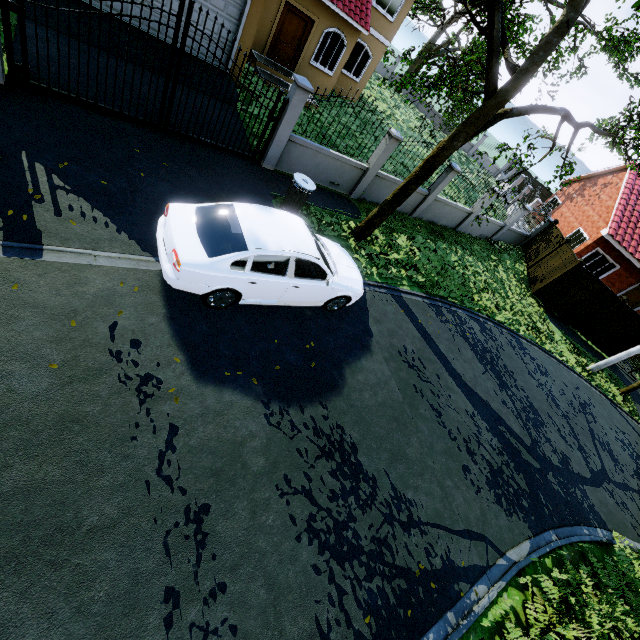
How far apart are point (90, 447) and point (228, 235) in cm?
372

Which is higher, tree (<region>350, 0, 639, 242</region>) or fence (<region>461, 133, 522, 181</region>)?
tree (<region>350, 0, 639, 242</region>)

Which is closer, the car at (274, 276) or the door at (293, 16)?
the car at (274, 276)

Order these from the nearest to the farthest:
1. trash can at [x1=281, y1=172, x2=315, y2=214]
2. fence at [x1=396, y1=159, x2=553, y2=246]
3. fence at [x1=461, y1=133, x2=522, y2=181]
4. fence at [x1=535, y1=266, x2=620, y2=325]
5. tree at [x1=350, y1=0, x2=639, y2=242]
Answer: tree at [x1=350, y1=0, x2=639, y2=242] → trash can at [x1=281, y1=172, x2=315, y2=214] → fence at [x1=396, y1=159, x2=553, y2=246] → fence at [x1=535, y1=266, x2=620, y2=325] → fence at [x1=461, y1=133, x2=522, y2=181]

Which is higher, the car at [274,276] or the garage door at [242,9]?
the garage door at [242,9]

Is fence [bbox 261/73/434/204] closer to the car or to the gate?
the gate

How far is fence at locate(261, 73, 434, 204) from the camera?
8.6m

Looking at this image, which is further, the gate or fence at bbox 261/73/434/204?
fence at bbox 261/73/434/204
